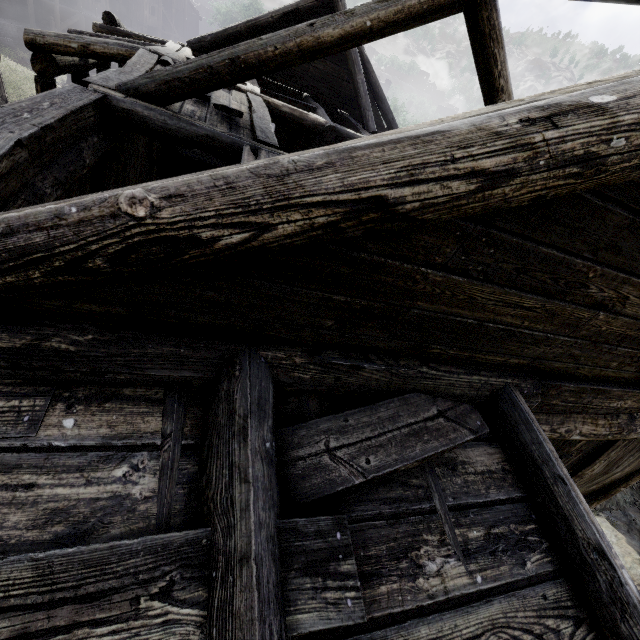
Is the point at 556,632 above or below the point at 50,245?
below

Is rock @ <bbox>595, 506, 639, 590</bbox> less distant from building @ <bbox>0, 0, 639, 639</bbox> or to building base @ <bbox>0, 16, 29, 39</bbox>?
building @ <bbox>0, 0, 639, 639</bbox>

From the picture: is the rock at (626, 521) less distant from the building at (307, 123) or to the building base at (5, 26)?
the building at (307, 123)

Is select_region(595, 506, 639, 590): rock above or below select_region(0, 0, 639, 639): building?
below

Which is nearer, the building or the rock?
the building

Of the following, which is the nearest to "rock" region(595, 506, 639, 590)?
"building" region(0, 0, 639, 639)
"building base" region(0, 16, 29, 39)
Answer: "building" region(0, 0, 639, 639)

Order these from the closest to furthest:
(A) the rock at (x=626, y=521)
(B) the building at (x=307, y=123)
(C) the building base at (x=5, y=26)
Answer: Result: (B) the building at (x=307, y=123) → (A) the rock at (x=626, y=521) → (C) the building base at (x=5, y=26)
